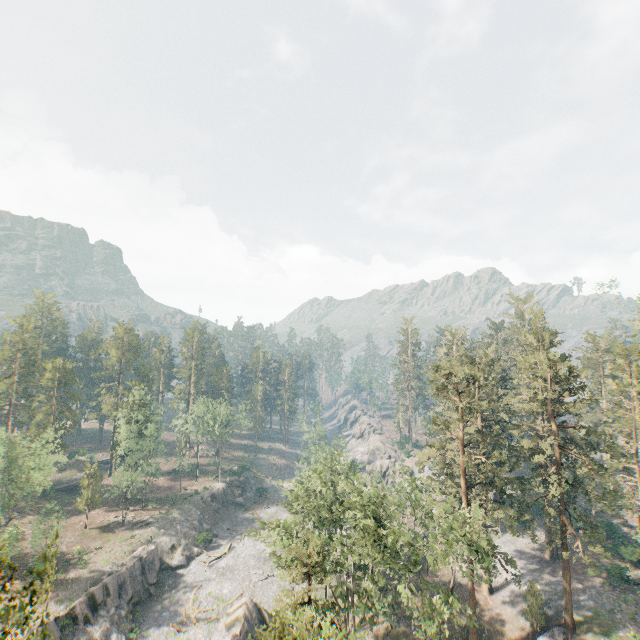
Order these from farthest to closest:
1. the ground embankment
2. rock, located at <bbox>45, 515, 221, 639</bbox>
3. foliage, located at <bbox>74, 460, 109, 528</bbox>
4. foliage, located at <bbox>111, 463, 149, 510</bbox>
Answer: foliage, located at <bbox>111, 463, 149, 510</bbox> < foliage, located at <bbox>74, 460, 109, 528</bbox> < rock, located at <bbox>45, 515, 221, 639</bbox> < the ground embankment

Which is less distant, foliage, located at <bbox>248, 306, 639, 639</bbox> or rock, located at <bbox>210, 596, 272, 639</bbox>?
foliage, located at <bbox>248, 306, 639, 639</bbox>

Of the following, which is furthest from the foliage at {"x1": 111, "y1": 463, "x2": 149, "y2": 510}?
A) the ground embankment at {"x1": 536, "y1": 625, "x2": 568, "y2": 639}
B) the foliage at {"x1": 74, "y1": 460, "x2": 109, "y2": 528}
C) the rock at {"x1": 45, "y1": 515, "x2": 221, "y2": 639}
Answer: the ground embankment at {"x1": 536, "y1": 625, "x2": 568, "y2": 639}

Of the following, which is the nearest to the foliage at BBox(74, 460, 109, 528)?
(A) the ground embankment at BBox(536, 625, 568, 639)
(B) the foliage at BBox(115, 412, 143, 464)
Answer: (B) the foliage at BBox(115, 412, 143, 464)

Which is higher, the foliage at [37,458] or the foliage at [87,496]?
the foliage at [37,458]

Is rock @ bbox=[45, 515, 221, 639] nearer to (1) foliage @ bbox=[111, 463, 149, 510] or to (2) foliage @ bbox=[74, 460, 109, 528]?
(1) foliage @ bbox=[111, 463, 149, 510]

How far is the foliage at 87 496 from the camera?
52.66m

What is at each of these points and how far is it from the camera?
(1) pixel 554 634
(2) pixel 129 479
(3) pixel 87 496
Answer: (1) ground embankment, 32.34m
(2) foliage, 53.81m
(3) foliage, 53.22m
